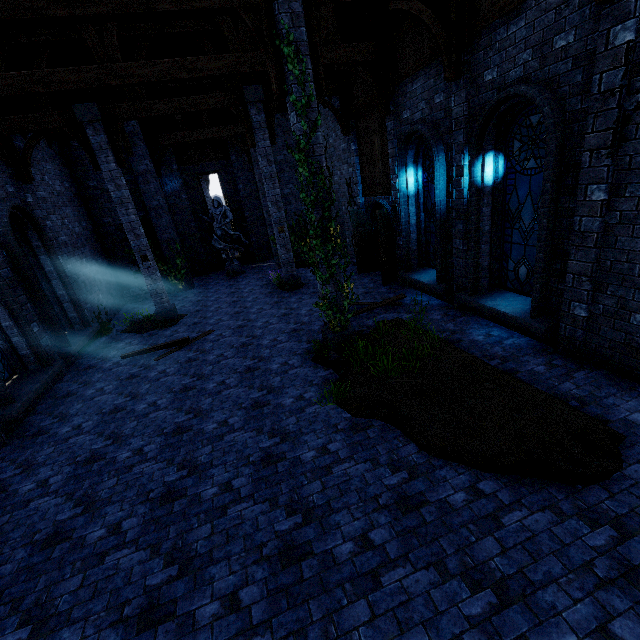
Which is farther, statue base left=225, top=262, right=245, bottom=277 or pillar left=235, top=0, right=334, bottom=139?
statue base left=225, top=262, right=245, bottom=277

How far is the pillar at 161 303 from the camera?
9.62m

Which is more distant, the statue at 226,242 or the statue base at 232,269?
the statue base at 232,269

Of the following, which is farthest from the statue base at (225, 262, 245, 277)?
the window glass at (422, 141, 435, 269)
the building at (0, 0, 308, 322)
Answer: the window glass at (422, 141, 435, 269)

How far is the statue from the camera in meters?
16.4 m

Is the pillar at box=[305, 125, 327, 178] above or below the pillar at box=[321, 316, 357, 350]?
above

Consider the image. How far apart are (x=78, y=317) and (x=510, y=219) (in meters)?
13.09

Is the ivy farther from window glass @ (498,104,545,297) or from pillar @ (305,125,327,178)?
window glass @ (498,104,545,297)
